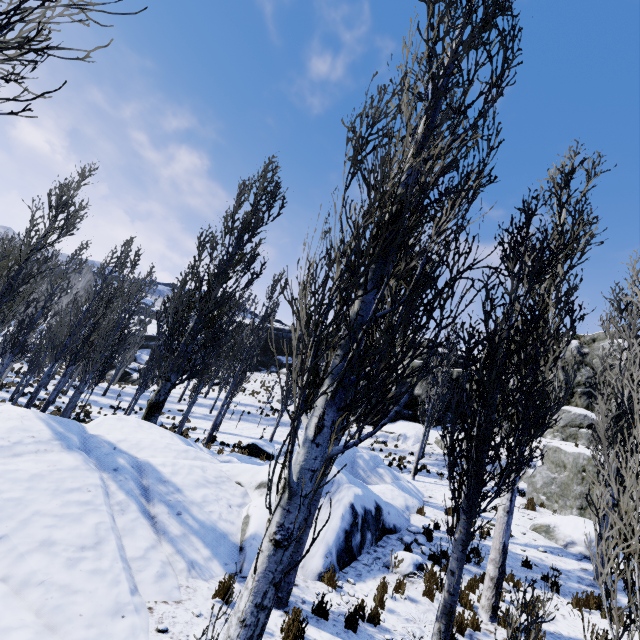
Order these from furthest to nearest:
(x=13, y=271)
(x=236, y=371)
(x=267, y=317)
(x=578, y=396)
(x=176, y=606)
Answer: (x=578, y=396)
(x=13, y=271)
(x=267, y=317)
(x=236, y=371)
(x=176, y=606)

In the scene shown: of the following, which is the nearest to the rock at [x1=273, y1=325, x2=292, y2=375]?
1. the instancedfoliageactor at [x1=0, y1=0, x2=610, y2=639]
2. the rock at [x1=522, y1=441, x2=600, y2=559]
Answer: the instancedfoliageactor at [x1=0, y1=0, x2=610, y2=639]

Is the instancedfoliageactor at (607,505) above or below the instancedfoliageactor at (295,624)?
above

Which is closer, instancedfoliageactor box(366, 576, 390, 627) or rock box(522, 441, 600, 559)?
instancedfoliageactor box(366, 576, 390, 627)

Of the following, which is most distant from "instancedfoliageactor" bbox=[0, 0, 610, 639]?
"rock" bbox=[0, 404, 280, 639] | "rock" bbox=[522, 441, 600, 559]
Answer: "rock" bbox=[522, 441, 600, 559]

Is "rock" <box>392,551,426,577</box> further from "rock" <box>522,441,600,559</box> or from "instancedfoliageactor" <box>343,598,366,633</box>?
"rock" <box>522,441,600,559</box>

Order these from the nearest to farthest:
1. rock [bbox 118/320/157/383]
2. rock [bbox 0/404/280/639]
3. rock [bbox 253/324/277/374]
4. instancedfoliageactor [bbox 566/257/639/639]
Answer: instancedfoliageactor [bbox 566/257/639/639], rock [bbox 0/404/280/639], rock [bbox 118/320/157/383], rock [bbox 253/324/277/374]

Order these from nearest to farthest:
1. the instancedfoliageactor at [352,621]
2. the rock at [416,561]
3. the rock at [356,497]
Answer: the instancedfoliageactor at [352,621], the rock at [356,497], the rock at [416,561]
